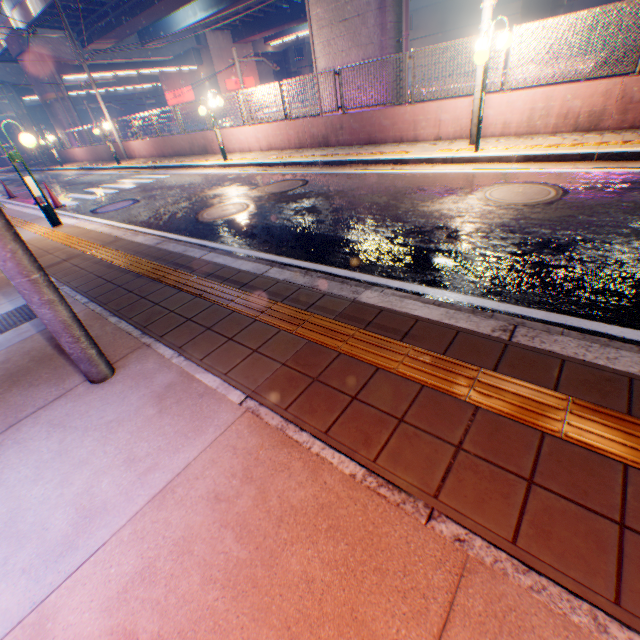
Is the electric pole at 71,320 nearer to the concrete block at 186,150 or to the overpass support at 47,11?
the concrete block at 186,150

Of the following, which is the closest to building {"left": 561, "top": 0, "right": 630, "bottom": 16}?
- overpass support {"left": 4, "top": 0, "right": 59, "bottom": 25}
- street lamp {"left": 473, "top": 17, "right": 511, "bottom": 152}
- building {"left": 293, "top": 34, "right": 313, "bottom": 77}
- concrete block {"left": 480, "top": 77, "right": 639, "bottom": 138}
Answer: building {"left": 293, "top": 34, "right": 313, "bottom": 77}

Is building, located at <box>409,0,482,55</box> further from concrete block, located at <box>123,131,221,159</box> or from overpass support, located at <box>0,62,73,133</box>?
concrete block, located at <box>123,131,221,159</box>

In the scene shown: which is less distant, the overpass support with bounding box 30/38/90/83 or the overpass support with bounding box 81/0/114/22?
the overpass support with bounding box 81/0/114/22

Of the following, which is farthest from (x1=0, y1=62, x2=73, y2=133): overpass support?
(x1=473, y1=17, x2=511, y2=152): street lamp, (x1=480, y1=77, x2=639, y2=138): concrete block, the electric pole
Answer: the electric pole

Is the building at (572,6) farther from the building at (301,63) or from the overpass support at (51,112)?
the overpass support at (51,112)

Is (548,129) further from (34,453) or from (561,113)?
(34,453)
